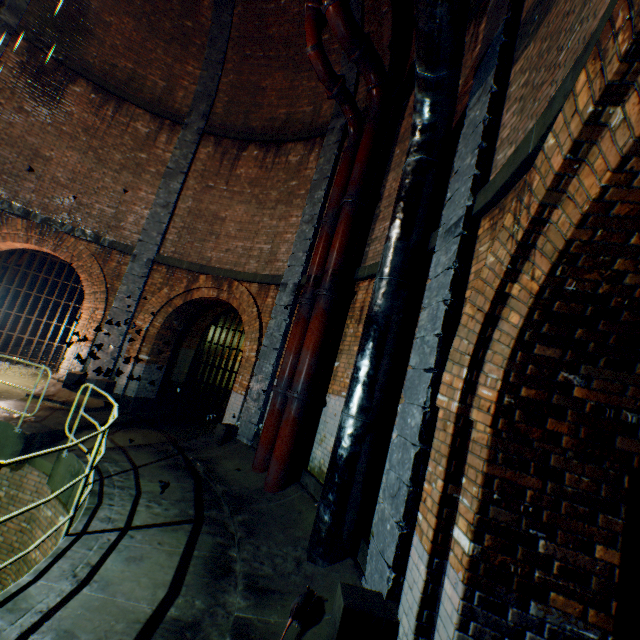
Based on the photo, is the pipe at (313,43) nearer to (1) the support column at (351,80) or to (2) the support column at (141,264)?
(1) the support column at (351,80)

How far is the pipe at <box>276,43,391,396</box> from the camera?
6.42m

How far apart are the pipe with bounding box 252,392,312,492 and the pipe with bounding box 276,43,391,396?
2.2 meters

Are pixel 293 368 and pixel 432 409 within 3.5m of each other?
no

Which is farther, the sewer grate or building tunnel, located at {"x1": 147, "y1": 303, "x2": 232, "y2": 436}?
the sewer grate

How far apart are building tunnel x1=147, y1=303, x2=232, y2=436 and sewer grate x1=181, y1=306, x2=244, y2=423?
0.0 meters

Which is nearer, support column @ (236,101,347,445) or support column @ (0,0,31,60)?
support column @ (236,101,347,445)

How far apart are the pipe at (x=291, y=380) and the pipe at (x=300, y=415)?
2.2m
